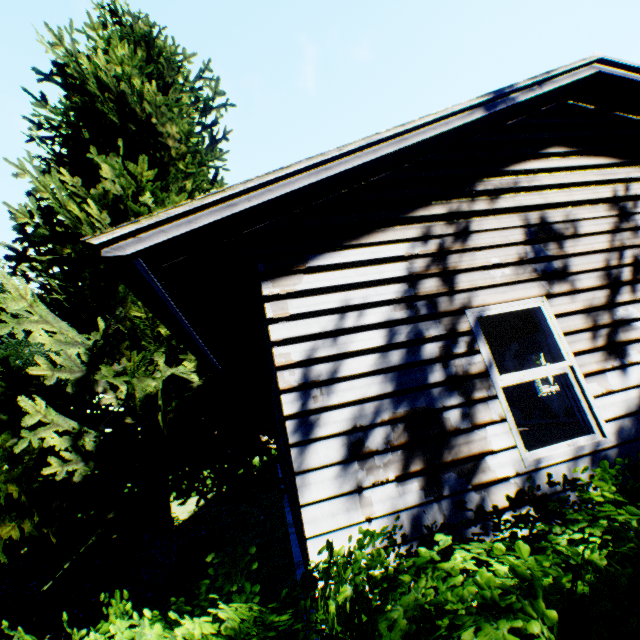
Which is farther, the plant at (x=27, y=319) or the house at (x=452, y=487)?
the plant at (x=27, y=319)

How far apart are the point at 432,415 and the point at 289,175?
2.6 meters

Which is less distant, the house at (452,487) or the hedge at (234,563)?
the hedge at (234,563)

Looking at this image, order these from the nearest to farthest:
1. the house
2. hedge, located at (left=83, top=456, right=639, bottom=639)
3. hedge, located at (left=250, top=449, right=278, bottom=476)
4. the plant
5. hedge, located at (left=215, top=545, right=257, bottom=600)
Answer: hedge, located at (left=83, top=456, right=639, bottom=639) → hedge, located at (left=215, top=545, right=257, bottom=600) → the house → the plant → hedge, located at (left=250, top=449, right=278, bottom=476)

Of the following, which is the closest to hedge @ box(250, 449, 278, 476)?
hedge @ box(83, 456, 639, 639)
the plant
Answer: hedge @ box(83, 456, 639, 639)

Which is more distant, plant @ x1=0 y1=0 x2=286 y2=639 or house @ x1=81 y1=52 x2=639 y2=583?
plant @ x1=0 y1=0 x2=286 y2=639

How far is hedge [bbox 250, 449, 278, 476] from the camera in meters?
23.9

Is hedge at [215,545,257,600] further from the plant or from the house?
the plant
